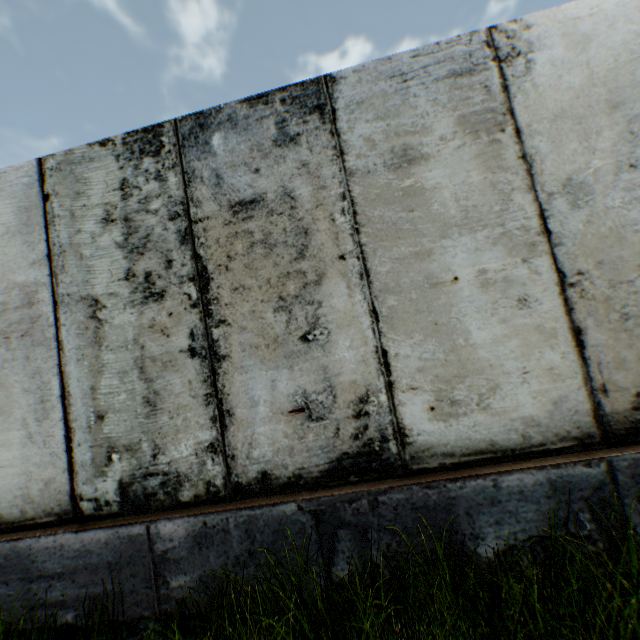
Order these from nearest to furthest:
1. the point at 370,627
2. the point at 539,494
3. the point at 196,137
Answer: the point at 370,627 → the point at 539,494 → the point at 196,137
